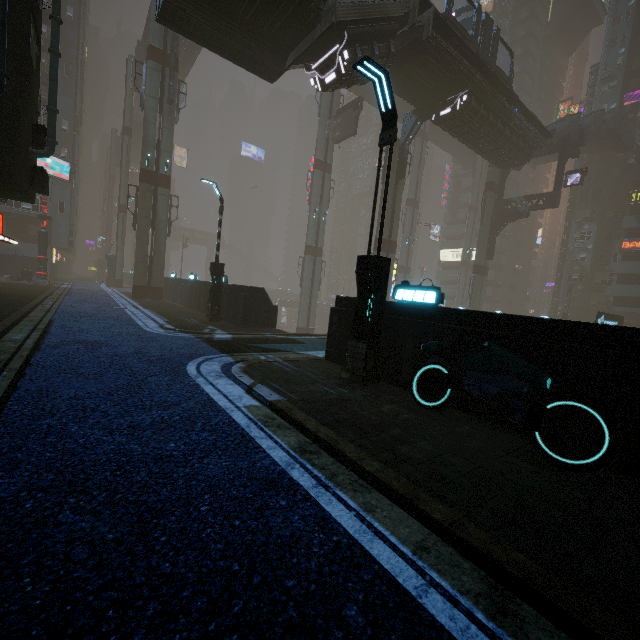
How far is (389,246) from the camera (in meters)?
26.64

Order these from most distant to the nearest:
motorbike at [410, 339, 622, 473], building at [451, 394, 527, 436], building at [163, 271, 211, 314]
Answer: building at [163, 271, 211, 314]
building at [451, 394, 527, 436]
motorbike at [410, 339, 622, 473]

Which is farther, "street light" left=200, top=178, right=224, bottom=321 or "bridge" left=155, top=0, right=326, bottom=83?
"street light" left=200, top=178, right=224, bottom=321

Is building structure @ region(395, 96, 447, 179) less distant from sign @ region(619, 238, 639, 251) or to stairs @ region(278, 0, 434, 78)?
stairs @ region(278, 0, 434, 78)

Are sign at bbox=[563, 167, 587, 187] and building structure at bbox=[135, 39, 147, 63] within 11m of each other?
no

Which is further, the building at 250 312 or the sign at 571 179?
the sign at 571 179

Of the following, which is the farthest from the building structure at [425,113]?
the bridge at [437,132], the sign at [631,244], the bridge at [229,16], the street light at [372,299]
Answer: the sign at [631,244]

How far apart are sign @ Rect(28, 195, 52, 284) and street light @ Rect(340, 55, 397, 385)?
34.70m
